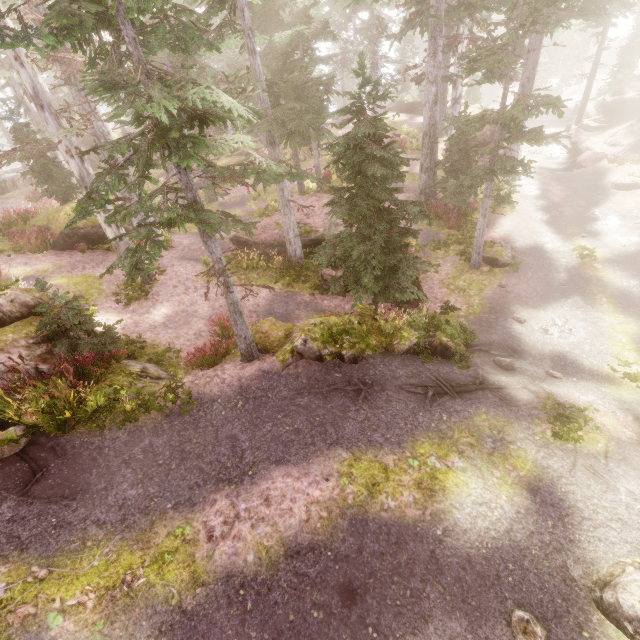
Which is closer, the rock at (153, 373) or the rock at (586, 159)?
the rock at (153, 373)

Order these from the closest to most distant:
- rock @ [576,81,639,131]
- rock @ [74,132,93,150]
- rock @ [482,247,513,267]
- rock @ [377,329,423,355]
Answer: rock @ [377,329,423,355] → rock @ [482,247,513,267] → rock @ [576,81,639,131] → rock @ [74,132,93,150]

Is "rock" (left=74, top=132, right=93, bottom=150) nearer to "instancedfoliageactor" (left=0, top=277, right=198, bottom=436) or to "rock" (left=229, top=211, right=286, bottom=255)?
"instancedfoliageactor" (left=0, top=277, right=198, bottom=436)

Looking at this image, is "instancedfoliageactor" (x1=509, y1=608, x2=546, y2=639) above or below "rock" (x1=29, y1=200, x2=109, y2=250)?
below

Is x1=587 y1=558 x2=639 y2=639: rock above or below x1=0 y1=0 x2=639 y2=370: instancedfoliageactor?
below

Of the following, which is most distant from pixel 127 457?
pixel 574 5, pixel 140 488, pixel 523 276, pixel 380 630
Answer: pixel 574 5

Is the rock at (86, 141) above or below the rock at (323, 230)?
above

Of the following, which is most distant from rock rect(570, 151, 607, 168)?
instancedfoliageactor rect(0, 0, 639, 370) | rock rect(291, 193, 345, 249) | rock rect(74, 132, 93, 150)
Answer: rock rect(74, 132, 93, 150)
